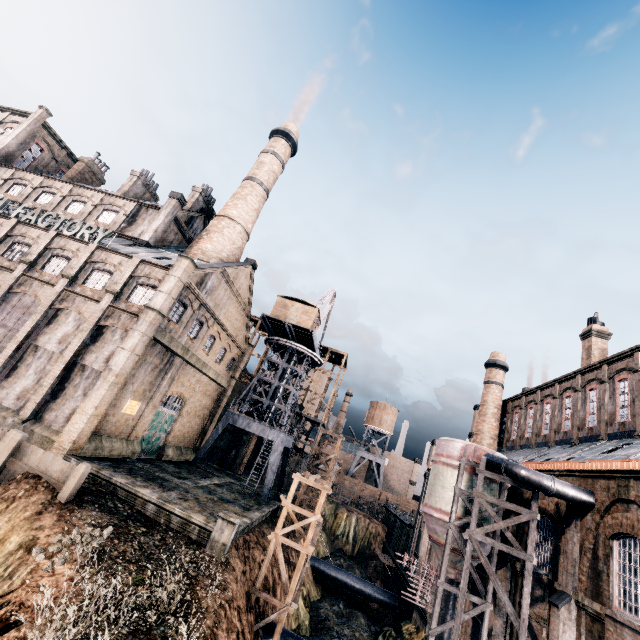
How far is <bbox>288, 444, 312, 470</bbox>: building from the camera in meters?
47.9 m

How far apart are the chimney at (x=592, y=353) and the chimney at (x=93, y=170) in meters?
61.9 m

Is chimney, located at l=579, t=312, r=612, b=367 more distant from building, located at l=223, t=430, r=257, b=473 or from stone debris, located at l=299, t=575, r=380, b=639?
stone debris, located at l=299, t=575, r=380, b=639

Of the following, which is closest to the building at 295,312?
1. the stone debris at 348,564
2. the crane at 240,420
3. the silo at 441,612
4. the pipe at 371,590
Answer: the crane at 240,420

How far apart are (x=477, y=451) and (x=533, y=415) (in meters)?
17.09

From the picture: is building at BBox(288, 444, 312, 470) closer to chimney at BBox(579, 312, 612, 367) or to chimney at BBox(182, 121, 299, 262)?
chimney at BBox(579, 312, 612, 367)

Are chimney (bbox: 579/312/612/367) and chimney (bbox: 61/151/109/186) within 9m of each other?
no
